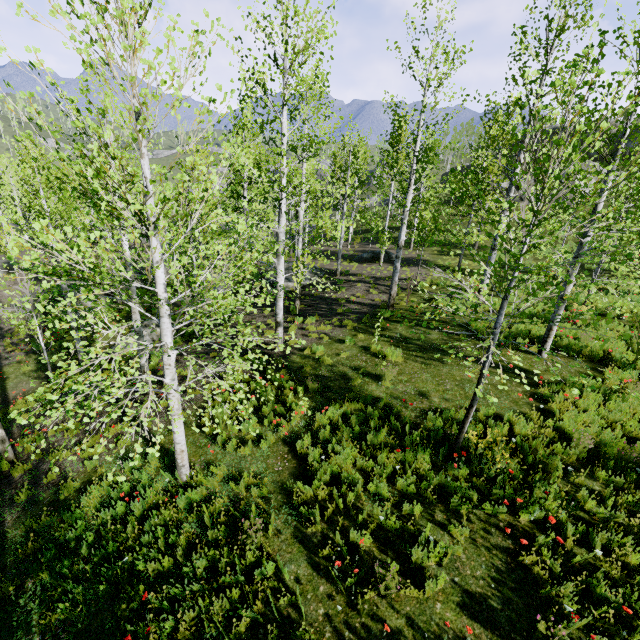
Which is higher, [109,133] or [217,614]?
[109,133]

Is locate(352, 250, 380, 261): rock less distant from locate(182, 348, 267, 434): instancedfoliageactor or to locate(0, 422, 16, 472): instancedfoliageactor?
locate(0, 422, 16, 472): instancedfoliageactor

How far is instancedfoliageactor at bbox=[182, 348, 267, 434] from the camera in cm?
489

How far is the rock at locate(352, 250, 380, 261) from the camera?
25.98m

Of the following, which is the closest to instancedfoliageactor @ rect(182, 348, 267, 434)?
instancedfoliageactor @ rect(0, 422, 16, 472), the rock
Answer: the rock

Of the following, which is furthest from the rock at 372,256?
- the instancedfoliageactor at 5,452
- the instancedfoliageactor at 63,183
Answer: the instancedfoliageactor at 63,183
